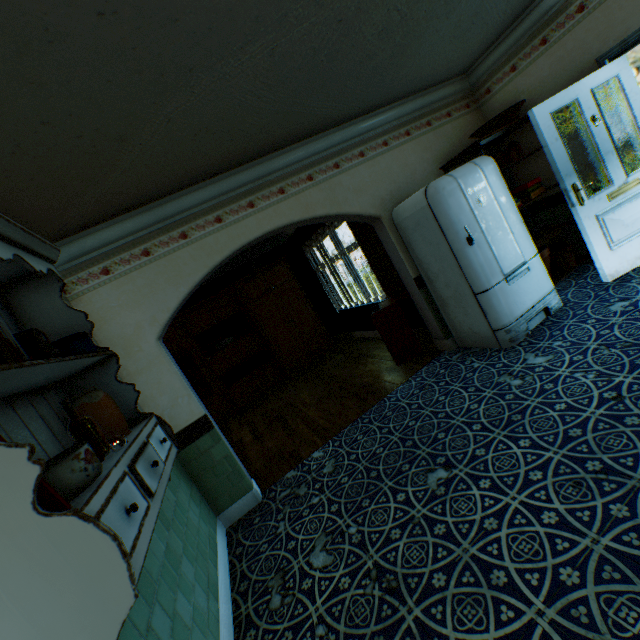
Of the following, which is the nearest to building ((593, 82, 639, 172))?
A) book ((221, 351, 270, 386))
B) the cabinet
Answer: the cabinet

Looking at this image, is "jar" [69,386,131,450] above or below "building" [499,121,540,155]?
below

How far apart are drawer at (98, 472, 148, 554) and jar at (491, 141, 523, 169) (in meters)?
4.95

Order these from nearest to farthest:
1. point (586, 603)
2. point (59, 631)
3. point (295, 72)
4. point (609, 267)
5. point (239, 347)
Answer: point (59, 631), point (586, 603), point (295, 72), point (609, 267), point (239, 347)

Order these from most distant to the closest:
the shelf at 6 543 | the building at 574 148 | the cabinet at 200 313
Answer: the cabinet at 200 313
the building at 574 148
the shelf at 6 543

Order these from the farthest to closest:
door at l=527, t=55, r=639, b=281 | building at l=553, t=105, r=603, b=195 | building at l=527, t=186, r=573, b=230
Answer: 1. building at l=527, t=186, r=573, b=230
2. building at l=553, t=105, r=603, b=195
3. door at l=527, t=55, r=639, b=281

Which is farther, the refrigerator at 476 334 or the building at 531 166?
the building at 531 166

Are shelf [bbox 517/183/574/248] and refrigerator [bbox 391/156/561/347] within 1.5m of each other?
yes
